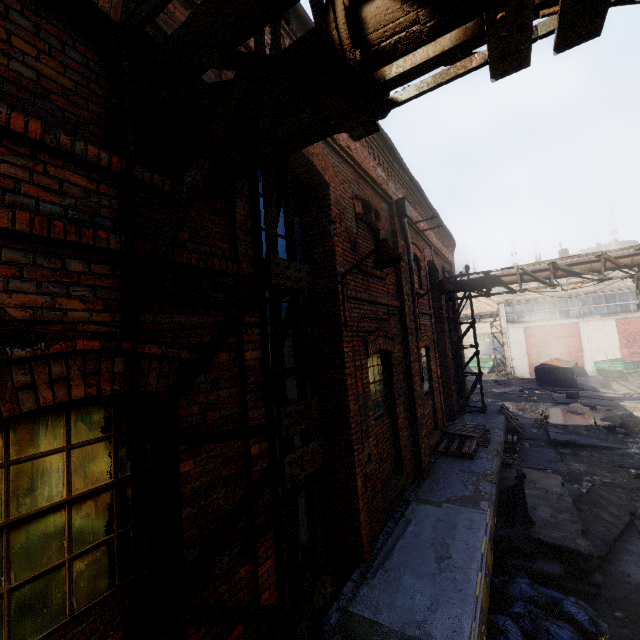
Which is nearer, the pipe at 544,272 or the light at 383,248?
the light at 383,248

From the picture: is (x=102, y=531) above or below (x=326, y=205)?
below

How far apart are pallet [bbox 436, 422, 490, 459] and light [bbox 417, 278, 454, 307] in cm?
319

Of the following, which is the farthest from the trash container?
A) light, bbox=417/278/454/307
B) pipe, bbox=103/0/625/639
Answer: light, bbox=417/278/454/307

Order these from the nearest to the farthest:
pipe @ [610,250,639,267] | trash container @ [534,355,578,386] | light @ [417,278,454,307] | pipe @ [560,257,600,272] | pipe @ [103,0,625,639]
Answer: pipe @ [103,0,625,639] < light @ [417,278,454,307] < pipe @ [610,250,639,267] < pipe @ [560,257,600,272] < trash container @ [534,355,578,386]

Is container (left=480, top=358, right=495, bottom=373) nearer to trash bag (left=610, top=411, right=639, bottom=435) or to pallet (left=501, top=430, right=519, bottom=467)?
trash bag (left=610, top=411, right=639, bottom=435)

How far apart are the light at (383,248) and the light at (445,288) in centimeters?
387cm

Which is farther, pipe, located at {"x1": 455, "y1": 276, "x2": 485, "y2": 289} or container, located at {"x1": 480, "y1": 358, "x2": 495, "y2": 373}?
container, located at {"x1": 480, "y1": 358, "x2": 495, "y2": 373}
